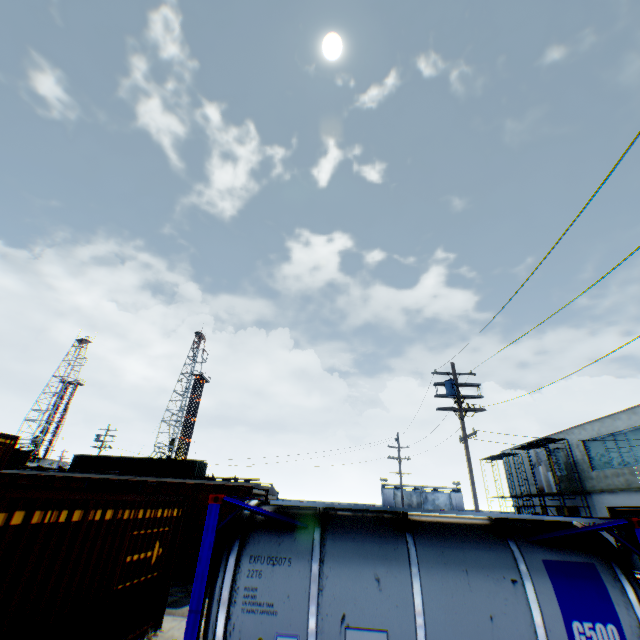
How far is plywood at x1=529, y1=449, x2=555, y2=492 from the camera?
27.4 meters

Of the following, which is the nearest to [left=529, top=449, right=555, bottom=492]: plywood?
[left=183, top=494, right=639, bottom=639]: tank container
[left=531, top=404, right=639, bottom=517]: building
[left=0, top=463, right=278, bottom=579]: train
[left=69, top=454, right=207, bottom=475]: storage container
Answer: [left=531, top=404, right=639, bottom=517]: building

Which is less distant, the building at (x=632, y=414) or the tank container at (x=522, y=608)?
the tank container at (x=522, y=608)

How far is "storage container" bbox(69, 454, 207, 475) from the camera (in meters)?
29.69

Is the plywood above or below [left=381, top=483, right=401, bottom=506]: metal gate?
above

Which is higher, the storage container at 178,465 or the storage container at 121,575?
the storage container at 178,465

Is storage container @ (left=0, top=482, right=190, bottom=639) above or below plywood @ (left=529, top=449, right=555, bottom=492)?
below

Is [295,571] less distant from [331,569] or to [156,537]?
[331,569]
